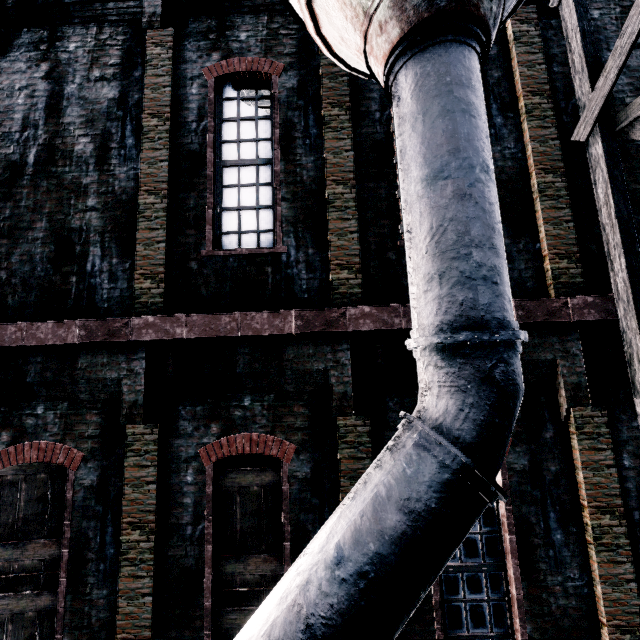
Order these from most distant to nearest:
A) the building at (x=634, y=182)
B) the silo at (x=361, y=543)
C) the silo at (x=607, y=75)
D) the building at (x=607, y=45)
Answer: the building at (x=607, y=45)
the building at (x=634, y=182)
the silo at (x=607, y=75)
the silo at (x=361, y=543)

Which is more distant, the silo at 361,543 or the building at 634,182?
the building at 634,182

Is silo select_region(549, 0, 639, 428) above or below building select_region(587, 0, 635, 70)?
below

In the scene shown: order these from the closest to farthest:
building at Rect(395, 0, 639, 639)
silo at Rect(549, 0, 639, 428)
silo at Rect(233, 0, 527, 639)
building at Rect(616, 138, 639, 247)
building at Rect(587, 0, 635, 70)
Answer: silo at Rect(233, 0, 527, 639)
silo at Rect(549, 0, 639, 428)
building at Rect(395, 0, 639, 639)
building at Rect(616, 138, 639, 247)
building at Rect(587, 0, 635, 70)

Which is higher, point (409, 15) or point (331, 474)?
point (409, 15)

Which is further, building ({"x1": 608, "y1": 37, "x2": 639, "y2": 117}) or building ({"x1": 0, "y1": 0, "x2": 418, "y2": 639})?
building ({"x1": 608, "y1": 37, "x2": 639, "y2": 117})

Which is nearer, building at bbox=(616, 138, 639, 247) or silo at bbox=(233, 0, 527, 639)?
silo at bbox=(233, 0, 527, 639)
